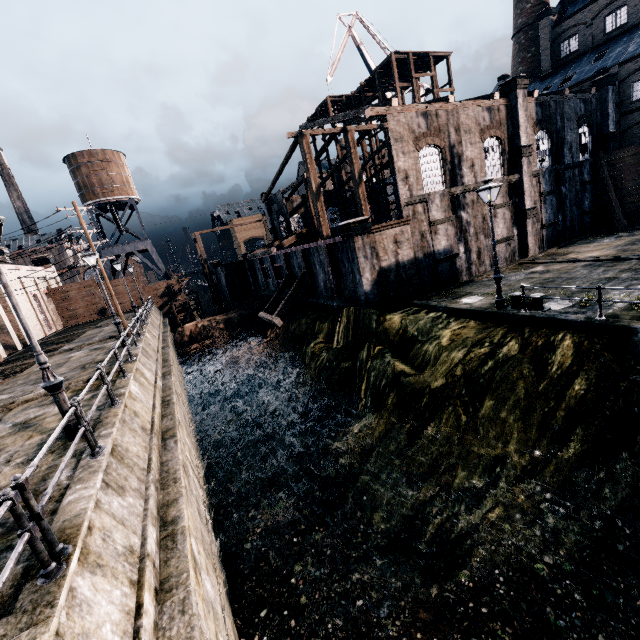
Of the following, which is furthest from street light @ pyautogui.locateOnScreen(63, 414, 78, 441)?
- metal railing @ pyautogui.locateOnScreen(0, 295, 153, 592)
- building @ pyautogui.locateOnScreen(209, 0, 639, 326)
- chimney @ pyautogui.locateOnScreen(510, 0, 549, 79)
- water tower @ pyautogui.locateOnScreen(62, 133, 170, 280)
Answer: chimney @ pyautogui.locateOnScreen(510, 0, 549, 79)

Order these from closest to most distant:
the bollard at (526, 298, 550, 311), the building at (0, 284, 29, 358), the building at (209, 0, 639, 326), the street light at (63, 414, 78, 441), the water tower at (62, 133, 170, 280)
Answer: the street light at (63, 414, 78, 441) < the bollard at (526, 298, 550, 311) < the building at (209, 0, 639, 326) < the building at (0, 284, 29, 358) < the water tower at (62, 133, 170, 280)

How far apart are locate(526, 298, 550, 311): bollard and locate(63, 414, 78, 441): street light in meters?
17.0 m

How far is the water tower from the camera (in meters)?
44.84

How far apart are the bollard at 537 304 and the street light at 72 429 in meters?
17.0

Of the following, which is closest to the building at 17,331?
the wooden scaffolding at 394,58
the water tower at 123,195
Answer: the water tower at 123,195

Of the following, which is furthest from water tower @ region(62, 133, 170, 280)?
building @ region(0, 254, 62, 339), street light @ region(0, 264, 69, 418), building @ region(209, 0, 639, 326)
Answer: street light @ region(0, 264, 69, 418)

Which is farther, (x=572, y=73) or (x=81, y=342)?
(x=572, y=73)
